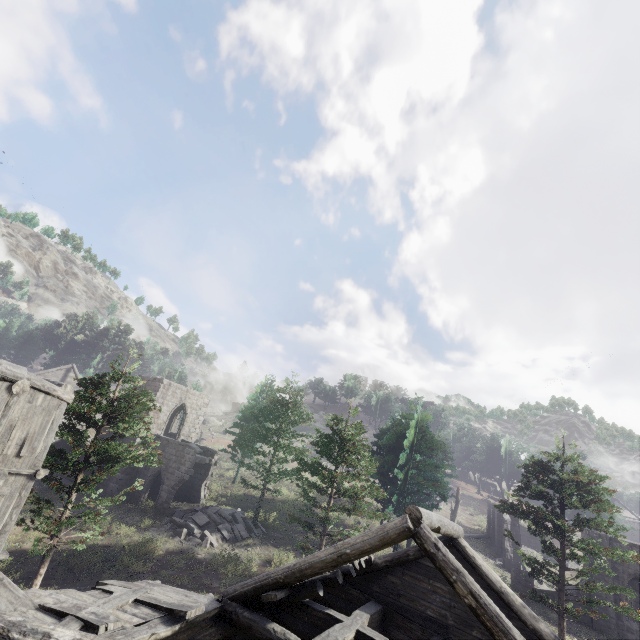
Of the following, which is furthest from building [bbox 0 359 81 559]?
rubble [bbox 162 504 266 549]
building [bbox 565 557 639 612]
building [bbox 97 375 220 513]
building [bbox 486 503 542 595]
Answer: building [bbox 486 503 542 595]

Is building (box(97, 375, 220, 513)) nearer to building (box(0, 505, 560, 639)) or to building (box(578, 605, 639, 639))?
building (box(0, 505, 560, 639))

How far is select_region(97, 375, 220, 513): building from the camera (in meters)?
24.38

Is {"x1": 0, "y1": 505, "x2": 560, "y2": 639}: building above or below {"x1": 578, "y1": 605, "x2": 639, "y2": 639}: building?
above

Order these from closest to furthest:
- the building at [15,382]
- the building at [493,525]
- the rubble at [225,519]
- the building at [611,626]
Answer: the building at [15,382] → the rubble at [225,519] → the building at [611,626] → the building at [493,525]

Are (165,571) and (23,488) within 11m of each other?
yes

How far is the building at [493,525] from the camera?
24.28m

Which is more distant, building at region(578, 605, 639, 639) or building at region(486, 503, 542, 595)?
building at region(486, 503, 542, 595)
